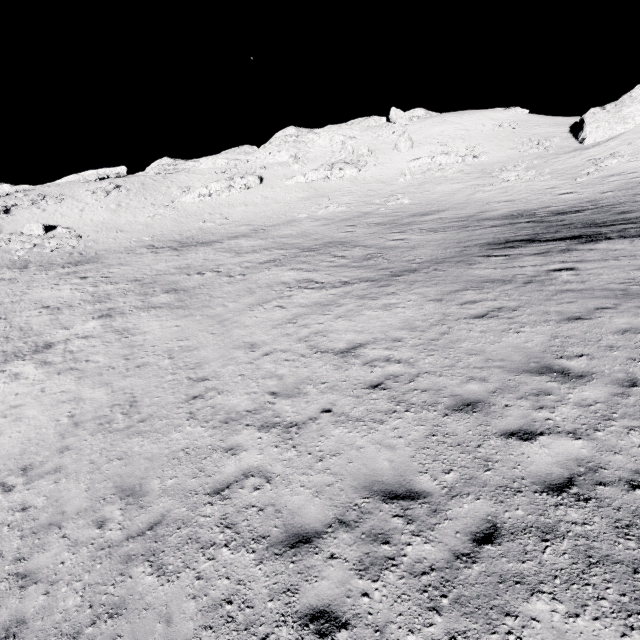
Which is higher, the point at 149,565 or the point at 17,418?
the point at 149,565

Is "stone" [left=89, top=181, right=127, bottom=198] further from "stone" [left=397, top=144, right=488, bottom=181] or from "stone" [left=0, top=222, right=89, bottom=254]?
"stone" [left=397, top=144, right=488, bottom=181]

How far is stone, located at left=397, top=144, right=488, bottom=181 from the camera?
43.3 meters

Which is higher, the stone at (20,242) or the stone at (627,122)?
the stone at (627,122)

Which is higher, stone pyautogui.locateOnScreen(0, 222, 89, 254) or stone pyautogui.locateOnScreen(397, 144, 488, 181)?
stone pyautogui.locateOnScreen(397, 144, 488, 181)

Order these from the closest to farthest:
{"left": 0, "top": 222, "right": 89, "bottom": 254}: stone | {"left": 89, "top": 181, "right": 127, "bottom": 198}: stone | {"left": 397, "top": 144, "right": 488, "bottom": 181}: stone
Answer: {"left": 0, "top": 222, "right": 89, "bottom": 254}: stone
{"left": 397, "top": 144, "right": 488, "bottom": 181}: stone
{"left": 89, "top": 181, "right": 127, "bottom": 198}: stone

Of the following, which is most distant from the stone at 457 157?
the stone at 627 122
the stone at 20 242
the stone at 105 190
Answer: the stone at 20 242
